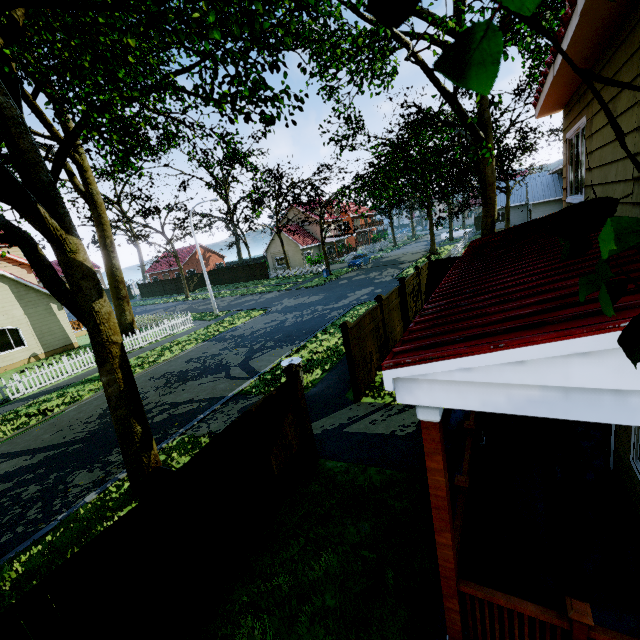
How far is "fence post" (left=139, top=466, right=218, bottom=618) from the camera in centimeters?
373cm

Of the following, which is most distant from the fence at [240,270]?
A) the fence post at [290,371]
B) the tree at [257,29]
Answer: the tree at [257,29]

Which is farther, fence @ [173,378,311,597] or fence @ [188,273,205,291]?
fence @ [188,273,205,291]

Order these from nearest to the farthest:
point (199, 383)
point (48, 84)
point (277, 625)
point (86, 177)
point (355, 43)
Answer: point (277, 625) < point (48, 84) < point (355, 43) < point (199, 383) < point (86, 177)

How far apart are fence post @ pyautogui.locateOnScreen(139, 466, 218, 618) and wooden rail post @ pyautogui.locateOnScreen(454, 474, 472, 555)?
3.3 meters

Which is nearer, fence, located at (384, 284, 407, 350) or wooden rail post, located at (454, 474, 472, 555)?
wooden rail post, located at (454, 474, 472, 555)

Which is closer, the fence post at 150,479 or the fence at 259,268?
the fence post at 150,479

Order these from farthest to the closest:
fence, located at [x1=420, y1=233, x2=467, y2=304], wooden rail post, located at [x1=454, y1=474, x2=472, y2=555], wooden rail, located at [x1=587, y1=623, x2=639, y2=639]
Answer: fence, located at [x1=420, y1=233, x2=467, y2=304] < wooden rail post, located at [x1=454, y1=474, x2=472, y2=555] < wooden rail, located at [x1=587, y1=623, x2=639, y2=639]
